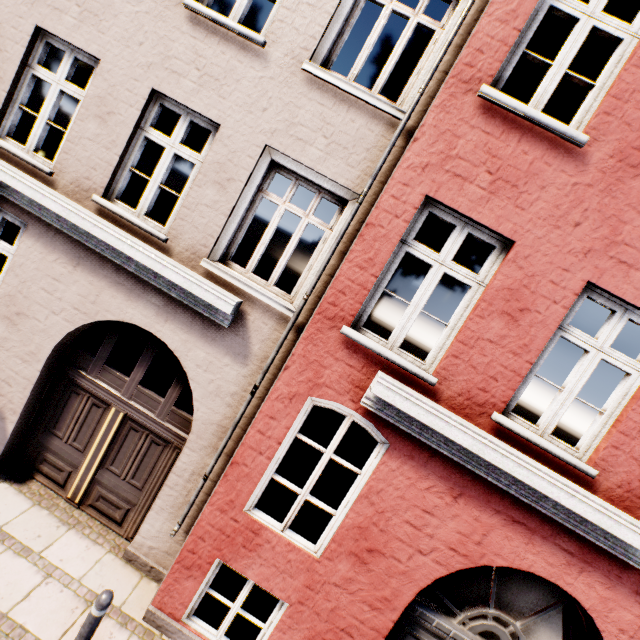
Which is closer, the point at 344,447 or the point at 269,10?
the point at 269,10

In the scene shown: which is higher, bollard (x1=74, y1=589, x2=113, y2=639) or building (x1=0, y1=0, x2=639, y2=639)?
building (x1=0, y1=0, x2=639, y2=639)

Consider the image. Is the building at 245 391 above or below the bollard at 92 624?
above
